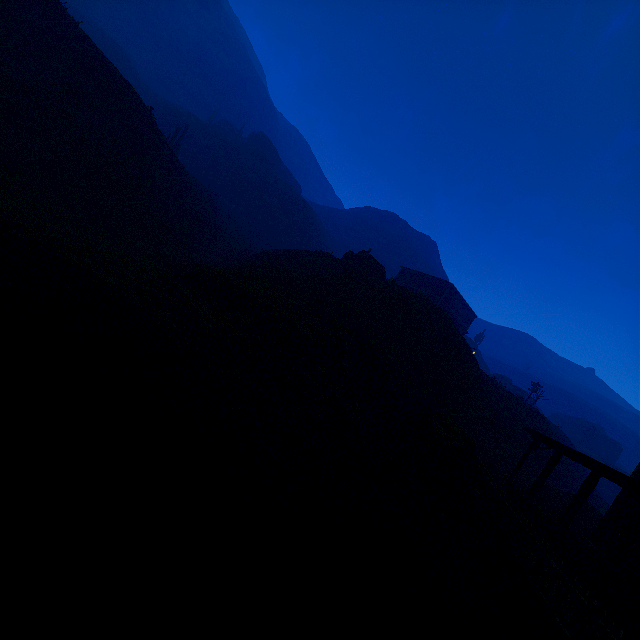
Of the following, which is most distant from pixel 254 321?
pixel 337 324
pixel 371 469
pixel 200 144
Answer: pixel 200 144

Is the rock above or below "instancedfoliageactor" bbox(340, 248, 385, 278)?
above

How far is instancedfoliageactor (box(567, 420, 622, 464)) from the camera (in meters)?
Answer: 54.91

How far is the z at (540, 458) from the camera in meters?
22.4

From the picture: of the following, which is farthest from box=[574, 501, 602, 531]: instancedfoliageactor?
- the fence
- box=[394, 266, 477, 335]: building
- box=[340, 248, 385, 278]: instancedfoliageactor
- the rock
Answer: box=[340, 248, 385, 278]: instancedfoliageactor

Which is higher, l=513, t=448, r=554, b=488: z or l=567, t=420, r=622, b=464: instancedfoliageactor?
l=567, t=420, r=622, b=464: instancedfoliageactor

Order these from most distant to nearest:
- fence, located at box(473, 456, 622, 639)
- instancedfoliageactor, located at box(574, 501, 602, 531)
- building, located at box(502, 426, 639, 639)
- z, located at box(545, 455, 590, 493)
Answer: z, located at box(545, 455, 590, 493) → instancedfoliageactor, located at box(574, 501, 602, 531) → building, located at box(502, 426, 639, 639) → fence, located at box(473, 456, 622, 639)

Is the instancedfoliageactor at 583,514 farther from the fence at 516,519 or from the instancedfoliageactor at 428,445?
the instancedfoliageactor at 428,445
